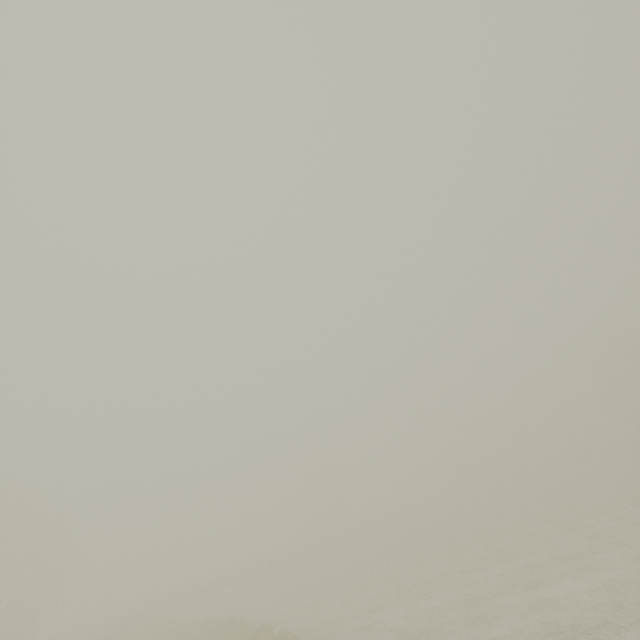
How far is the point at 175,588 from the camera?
51.8m

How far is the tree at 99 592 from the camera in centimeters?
5831cm

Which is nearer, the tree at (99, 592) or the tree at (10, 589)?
the tree at (10, 589)

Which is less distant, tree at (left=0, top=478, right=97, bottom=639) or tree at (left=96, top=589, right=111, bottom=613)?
tree at (left=0, top=478, right=97, bottom=639)

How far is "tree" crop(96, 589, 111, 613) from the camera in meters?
58.3
